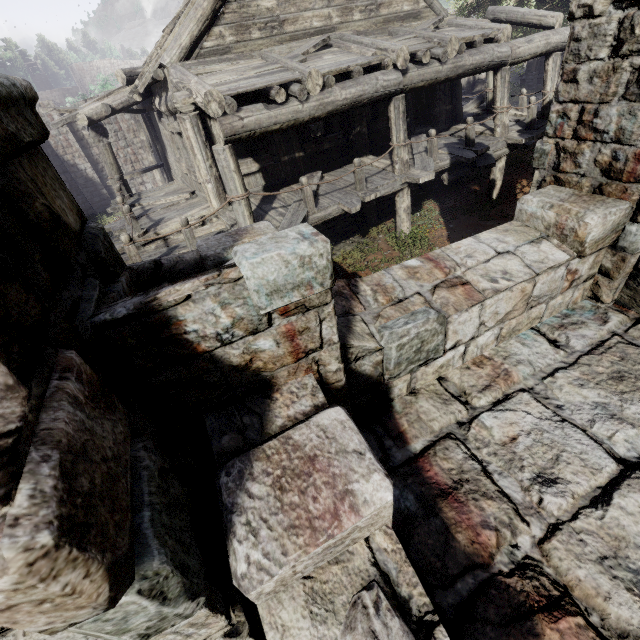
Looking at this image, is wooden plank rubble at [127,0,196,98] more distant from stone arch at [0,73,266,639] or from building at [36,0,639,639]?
stone arch at [0,73,266,639]

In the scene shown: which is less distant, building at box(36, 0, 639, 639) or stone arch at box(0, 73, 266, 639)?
stone arch at box(0, 73, 266, 639)

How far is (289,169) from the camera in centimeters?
932cm

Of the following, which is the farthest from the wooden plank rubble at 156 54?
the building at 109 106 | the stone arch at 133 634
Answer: the stone arch at 133 634

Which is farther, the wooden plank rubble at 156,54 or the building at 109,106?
the wooden plank rubble at 156,54

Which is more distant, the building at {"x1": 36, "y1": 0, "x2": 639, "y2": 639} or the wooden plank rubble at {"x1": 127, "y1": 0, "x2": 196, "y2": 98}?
the wooden plank rubble at {"x1": 127, "y1": 0, "x2": 196, "y2": 98}

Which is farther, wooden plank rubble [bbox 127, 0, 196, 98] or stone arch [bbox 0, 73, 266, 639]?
wooden plank rubble [bbox 127, 0, 196, 98]

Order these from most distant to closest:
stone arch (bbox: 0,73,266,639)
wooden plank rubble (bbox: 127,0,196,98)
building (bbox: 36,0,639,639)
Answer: wooden plank rubble (bbox: 127,0,196,98) → building (bbox: 36,0,639,639) → stone arch (bbox: 0,73,266,639)
